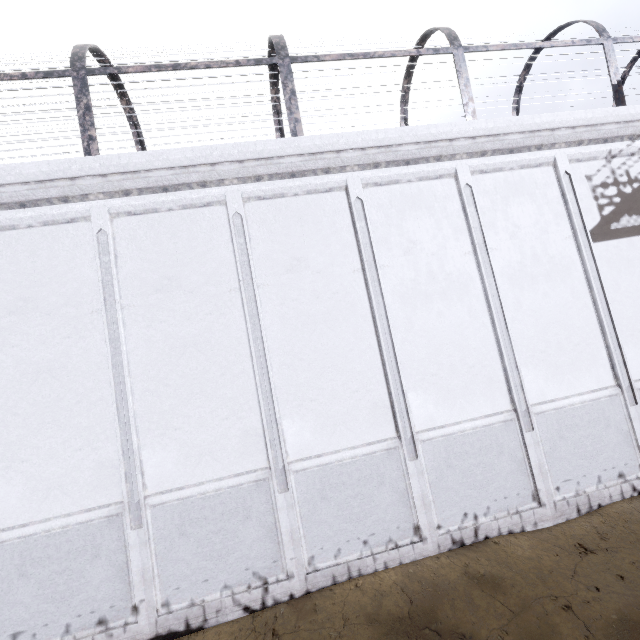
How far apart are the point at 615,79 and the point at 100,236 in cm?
1225
